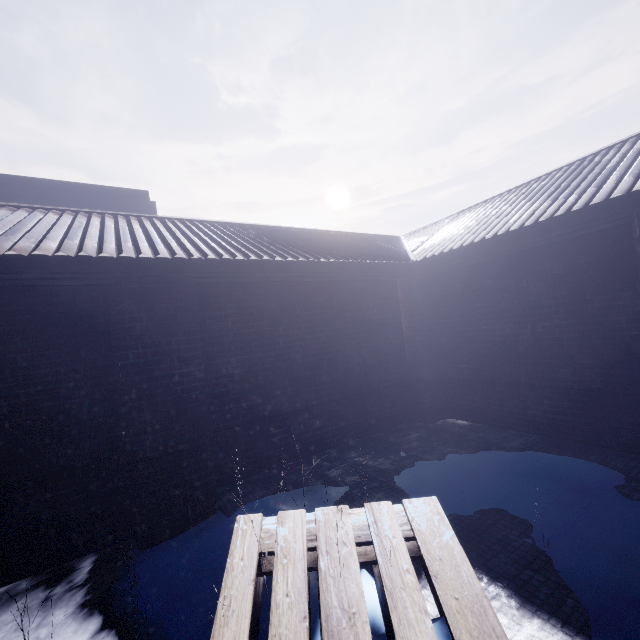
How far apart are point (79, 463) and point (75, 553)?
0.7m
